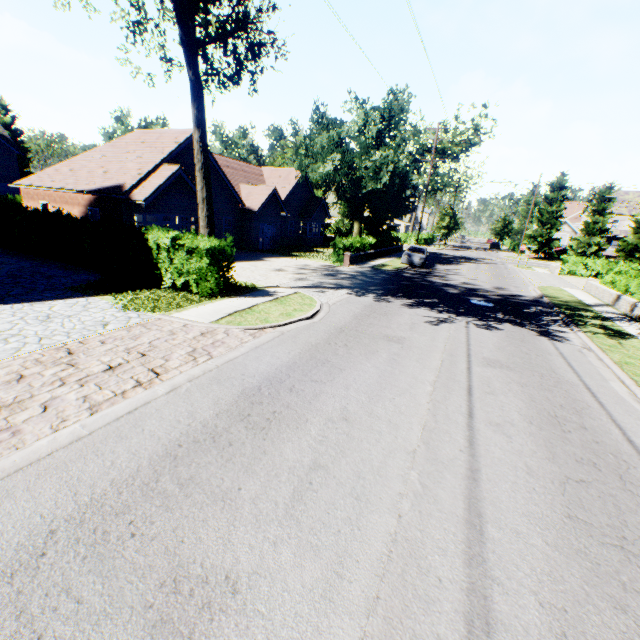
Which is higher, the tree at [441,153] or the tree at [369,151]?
the tree at [441,153]

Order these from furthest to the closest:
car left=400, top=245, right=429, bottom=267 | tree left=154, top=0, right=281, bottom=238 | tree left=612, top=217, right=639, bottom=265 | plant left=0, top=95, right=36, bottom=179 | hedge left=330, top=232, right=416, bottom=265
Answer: plant left=0, top=95, right=36, bottom=179, tree left=612, top=217, right=639, bottom=265, car left=400, top=245, right=429, bottom=267, hedge left=330, top=232, right=416, bottom=265, tree left=154, top=0, right=281, bottom=238

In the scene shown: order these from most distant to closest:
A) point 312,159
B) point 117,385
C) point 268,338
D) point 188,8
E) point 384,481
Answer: point 312,159 → point 188,8 → point 268,338 → point 117,385 → point 384,481

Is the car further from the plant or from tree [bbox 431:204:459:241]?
the plant

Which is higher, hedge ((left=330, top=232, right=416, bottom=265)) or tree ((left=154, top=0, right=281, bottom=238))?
tree ((left=154, top=0, right=281, bottom=238))

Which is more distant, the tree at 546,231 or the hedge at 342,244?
the tree at 546,231
